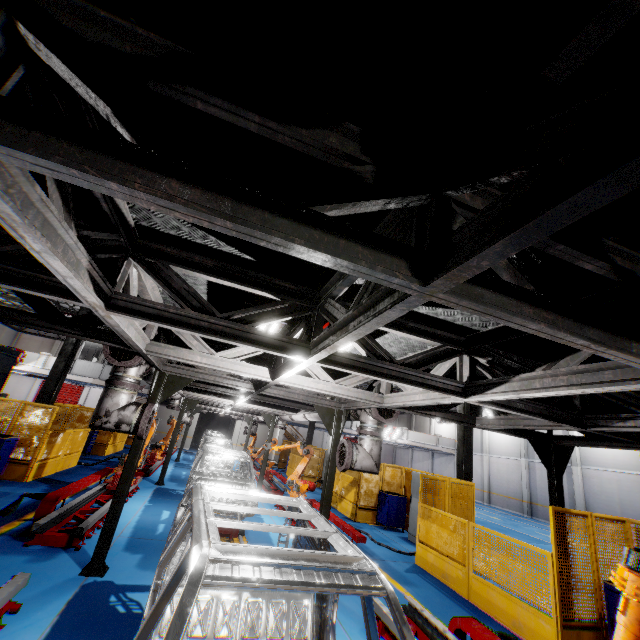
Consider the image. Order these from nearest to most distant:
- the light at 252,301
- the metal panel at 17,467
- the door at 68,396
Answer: the light at 252,301
the metal panel at 17,467
the door at 68,396

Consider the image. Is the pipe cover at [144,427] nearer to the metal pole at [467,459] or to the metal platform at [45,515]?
the metal platform at [45,515]

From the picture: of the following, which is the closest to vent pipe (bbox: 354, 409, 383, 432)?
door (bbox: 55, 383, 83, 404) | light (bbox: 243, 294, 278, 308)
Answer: light (bbox: 243, 294, 278, 308)

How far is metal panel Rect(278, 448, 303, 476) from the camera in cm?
2166

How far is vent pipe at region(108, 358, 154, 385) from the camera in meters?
5.2 m

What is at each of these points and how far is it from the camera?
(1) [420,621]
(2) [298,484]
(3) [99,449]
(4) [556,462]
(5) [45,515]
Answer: (1) metal platform, 5.0 meters
(2) robot arm, 11.5 meters
(3) metal panel, 17.0 meters
(4) metal pole, 6.4 meters
(5) metal platform, 6.6 meters

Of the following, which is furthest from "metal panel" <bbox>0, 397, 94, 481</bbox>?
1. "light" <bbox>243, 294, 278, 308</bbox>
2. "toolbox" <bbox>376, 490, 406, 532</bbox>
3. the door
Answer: the door

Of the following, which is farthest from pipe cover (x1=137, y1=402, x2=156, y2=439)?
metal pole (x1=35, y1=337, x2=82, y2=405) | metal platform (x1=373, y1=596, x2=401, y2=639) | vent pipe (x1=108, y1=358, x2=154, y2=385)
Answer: metal pole (x1=35, y1=337, x2=82, y2=405)
